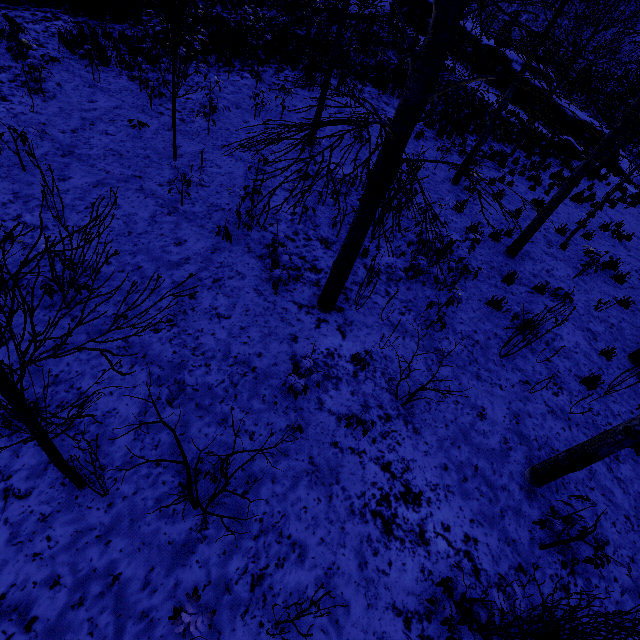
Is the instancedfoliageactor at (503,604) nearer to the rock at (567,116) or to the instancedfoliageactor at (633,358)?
the instancedfoliageactor at (633,358)

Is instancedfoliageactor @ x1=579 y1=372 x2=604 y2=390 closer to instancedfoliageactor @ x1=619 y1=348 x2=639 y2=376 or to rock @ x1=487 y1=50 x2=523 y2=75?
instancedfoliageactor @ x1=619 y1=348 x2=639 y2=376

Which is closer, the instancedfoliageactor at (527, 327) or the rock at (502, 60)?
the instancedfoliageactor at (527, 327)

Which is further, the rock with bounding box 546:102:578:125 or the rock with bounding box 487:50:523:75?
the rock with bounding box 487:50:523:75

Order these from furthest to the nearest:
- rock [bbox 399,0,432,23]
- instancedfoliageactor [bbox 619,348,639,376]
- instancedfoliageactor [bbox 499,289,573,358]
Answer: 1. rock [bbox 399,0,432,23]
2. instancedfoliageactor [bbox 619,348,639,376]
3. instancedfoliageactor [bbox 499,289,573,358]

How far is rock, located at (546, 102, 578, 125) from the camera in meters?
22.6 m

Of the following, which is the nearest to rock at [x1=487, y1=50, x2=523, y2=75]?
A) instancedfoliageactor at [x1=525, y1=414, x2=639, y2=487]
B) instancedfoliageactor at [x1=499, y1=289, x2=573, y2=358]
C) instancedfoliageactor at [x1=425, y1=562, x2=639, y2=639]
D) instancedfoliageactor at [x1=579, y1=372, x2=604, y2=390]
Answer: instancedfoliageactor at [x1=499, y1=289, x2=573, y2=358]

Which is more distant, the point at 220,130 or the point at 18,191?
the point at 220,130
